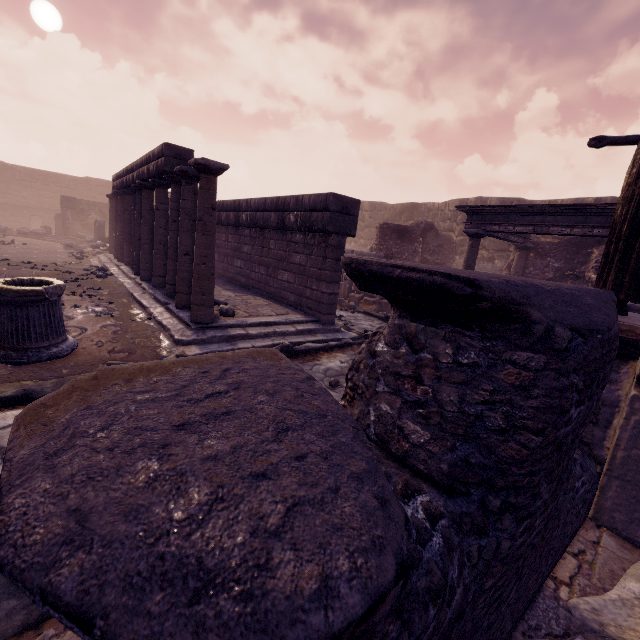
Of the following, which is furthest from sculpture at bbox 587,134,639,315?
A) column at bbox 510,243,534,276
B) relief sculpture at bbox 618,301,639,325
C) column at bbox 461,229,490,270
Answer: column at bbox 510,243,534,276

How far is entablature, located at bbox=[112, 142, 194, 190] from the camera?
6.3m

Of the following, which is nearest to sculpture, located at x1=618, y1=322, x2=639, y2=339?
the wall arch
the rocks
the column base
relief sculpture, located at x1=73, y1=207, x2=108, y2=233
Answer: the rocks

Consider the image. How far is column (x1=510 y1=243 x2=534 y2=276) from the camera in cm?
1139

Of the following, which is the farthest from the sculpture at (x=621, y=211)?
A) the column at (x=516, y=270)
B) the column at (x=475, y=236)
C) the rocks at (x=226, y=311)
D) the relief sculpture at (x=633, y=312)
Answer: the column at (x=516, y=270)

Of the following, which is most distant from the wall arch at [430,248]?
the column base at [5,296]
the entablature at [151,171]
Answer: the column base at [5,296]

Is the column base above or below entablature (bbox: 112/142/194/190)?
below

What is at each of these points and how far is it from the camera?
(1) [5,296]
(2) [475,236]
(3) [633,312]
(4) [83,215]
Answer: (1) column base, 3.66m
(2) column, 9.18m
(3) relief sculpture, 5.93m
(4) relief sculpture, 22.11m
